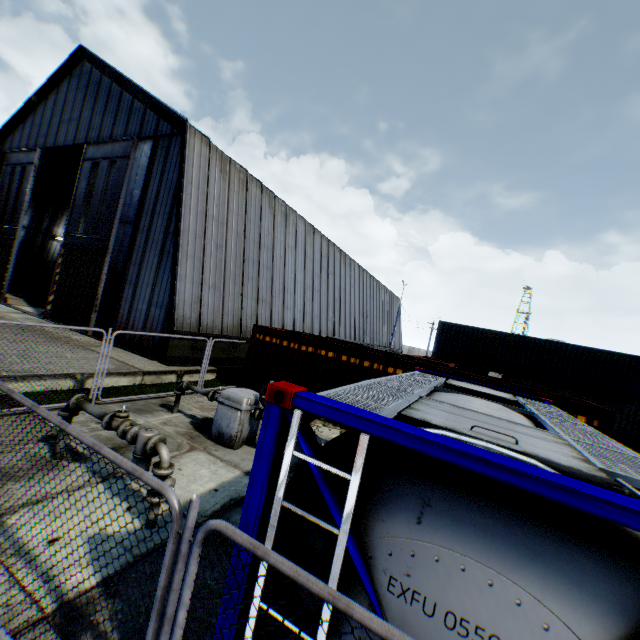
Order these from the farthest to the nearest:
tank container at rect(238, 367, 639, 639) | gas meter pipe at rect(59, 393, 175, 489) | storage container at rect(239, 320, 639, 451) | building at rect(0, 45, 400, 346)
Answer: building at rect(0, 45, 400, 346)
storage container at rect(239, 320, 639, 451)
gas meter pipe at rect(59, 393, 175, 489)
tank container at rect(238, 367, 639, 639)

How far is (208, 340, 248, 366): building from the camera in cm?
1592

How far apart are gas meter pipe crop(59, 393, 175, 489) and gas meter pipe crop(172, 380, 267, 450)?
2.8 meters

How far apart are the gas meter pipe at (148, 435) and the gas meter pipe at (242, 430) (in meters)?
2.82

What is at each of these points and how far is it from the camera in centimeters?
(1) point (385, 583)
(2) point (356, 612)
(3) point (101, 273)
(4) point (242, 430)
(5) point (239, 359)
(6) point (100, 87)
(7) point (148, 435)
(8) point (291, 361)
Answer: (1) tank container, 193cm
(2) metal fence, 159cm
(3) hanging door, 1661cm
(4) gas meter pipe, 818cm
(5) building, 1772cm
(6) building, 1911cm
(7) gas meter pipe, 500cm
(8) storage container, 1299cm

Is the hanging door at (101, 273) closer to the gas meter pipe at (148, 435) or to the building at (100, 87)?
the building at (100, 87)

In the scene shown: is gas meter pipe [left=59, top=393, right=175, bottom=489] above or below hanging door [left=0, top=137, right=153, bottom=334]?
below

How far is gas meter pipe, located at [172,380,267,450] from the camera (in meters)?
8.07
